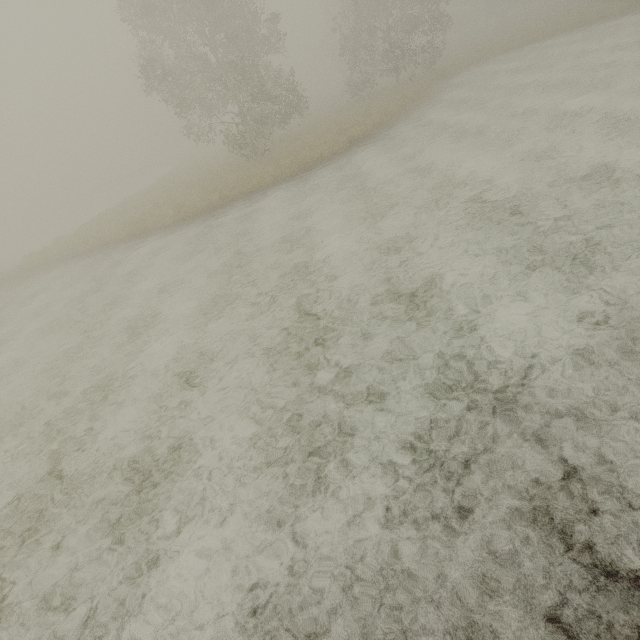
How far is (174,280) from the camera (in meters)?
10.85
